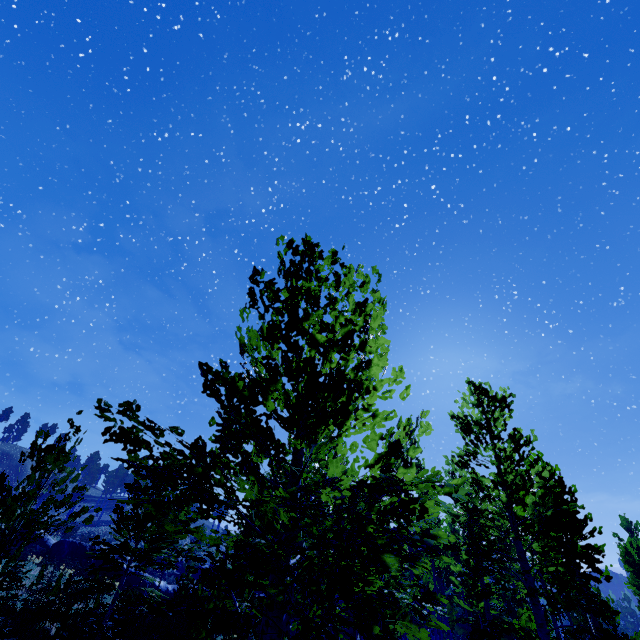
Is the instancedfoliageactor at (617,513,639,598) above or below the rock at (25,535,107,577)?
above

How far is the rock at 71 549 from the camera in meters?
23.0

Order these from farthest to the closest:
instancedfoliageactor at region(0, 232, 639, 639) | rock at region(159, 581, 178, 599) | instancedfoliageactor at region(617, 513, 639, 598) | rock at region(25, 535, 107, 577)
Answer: rock at region(159, 581, 178, 599), rock at region(25, 535, 107, 577), instancedfoliageactor at region(617, 513, 639, 598), instancedfoliageactor at region(0, 232, 639, 639)

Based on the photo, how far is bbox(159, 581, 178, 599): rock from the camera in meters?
25.2

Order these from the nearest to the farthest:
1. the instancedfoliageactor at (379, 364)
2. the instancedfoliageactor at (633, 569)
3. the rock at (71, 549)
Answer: the instancedfoliageactor at (379, 364)
the instancedfoliageactor at (633, 569)
the rock at (71, 549)

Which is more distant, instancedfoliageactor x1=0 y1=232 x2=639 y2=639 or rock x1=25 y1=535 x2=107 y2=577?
rock x1=25 y1=535 x2=107 y2=577

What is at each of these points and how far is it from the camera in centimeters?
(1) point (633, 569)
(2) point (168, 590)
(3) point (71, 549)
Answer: (1) instancedfoliageactor, 1927cm
(2) rock, 2558cm
(3) rock, 2348cm
